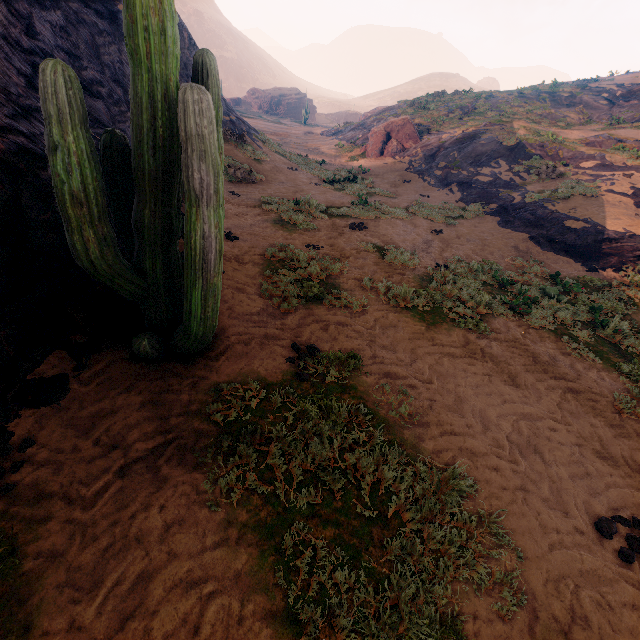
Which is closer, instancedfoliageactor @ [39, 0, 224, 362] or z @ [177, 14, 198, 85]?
instancedfoliageactor @ [39, 0, 224, 362]

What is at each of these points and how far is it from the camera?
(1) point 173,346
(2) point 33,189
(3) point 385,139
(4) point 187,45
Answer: (1) instancedfoliageactor, 4.0m
(2) z, 4.2m
(3) instancedfoliageactor, 23.0m
(4) z, 16.2m

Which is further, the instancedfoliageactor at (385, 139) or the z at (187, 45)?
the instancedfoliageactor at (385, 139)

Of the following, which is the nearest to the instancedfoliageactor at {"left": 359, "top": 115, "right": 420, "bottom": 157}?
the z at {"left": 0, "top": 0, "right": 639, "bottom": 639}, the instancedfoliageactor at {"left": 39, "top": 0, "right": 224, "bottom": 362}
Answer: the z at {"left": 0, "top": 0, "right": 639, "bottom": 639}

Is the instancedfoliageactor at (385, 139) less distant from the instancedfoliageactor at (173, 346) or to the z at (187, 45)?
the z at (187, 45)

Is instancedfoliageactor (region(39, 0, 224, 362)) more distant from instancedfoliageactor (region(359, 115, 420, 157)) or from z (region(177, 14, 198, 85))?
instancedfoliageactor (region(359, 115, 420, 157))
